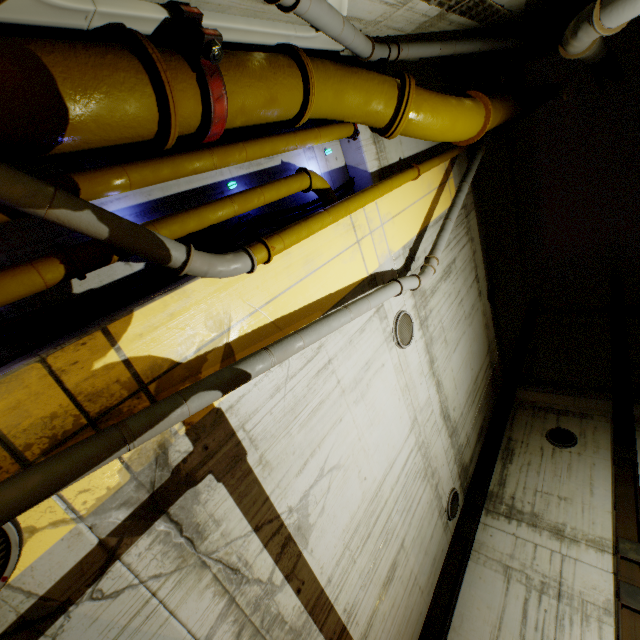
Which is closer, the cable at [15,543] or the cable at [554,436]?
the cable at [15,543]

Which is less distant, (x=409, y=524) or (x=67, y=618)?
(x=67, y=618)

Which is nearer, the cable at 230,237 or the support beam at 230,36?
the support beam at 230,36

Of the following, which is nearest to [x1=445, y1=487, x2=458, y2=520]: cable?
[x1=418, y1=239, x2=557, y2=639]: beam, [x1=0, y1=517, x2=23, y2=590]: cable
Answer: [x1=418, y1=239, x2=557, y2=639]: beam

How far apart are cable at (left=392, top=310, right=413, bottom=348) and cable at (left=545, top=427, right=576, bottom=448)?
7.5m

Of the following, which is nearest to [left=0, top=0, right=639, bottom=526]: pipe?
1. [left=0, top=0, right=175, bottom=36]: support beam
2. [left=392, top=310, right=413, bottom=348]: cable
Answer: [left=0, top=0, right=175, bottom=36]: support beam

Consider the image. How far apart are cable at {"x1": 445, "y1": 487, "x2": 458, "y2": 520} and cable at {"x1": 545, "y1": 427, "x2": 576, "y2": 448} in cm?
404

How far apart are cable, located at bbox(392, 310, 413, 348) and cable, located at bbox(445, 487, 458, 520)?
4.8m
